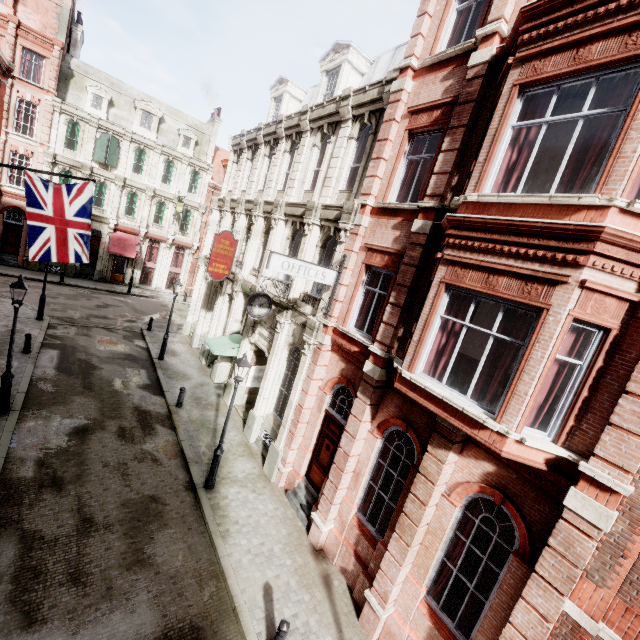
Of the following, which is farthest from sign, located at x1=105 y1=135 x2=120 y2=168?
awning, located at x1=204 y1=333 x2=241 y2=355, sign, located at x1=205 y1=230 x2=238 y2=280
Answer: awning, located at x1=204 y1=333 x2=241 y2=355

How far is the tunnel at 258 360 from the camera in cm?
1556

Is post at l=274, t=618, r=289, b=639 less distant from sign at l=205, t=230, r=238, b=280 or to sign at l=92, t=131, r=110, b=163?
sign at l=205, t=230, r=238, b=280

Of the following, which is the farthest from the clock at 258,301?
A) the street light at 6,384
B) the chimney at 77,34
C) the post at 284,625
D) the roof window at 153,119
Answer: the chimney at 77,34

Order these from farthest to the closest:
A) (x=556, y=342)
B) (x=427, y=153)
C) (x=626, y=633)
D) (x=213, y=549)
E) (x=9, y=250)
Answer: (x=9, y=250) < (x=427, y=153) < (x=213, y=549) < (x=556, y=342) < (x=626, y=633)

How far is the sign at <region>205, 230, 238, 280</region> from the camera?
15.7m

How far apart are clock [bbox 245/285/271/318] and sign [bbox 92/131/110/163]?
25.8m

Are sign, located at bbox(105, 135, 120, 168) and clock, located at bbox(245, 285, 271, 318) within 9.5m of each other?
no
